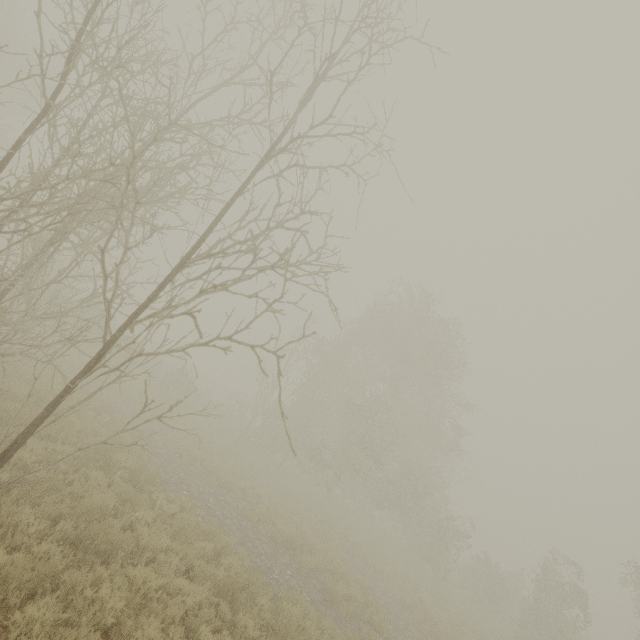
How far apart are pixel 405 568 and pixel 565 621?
9.43m
